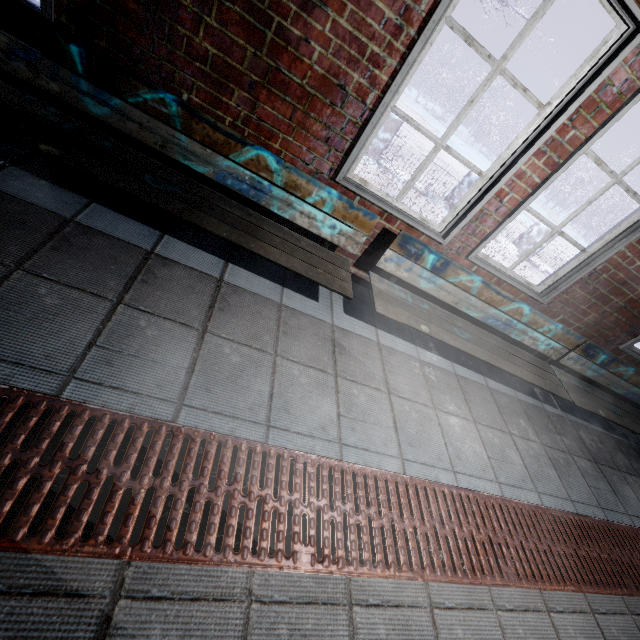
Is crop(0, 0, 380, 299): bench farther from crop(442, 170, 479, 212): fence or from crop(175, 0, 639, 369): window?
crop(442, 170, 479, 212): fence

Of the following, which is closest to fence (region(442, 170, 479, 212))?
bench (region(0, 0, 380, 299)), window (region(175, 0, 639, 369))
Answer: window (region(175, 0, 639, 369))

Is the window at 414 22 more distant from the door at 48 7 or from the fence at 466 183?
the fence at 466 183

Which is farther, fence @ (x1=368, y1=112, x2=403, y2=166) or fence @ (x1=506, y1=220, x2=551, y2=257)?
fence @ (x1=506, y1=220, x2=551, y2=257)

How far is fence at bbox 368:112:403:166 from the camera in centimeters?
570cm

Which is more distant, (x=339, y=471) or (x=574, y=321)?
(x=574, y=321)

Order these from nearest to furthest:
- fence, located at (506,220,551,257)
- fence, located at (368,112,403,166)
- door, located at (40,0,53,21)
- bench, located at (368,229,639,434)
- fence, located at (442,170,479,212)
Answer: door, located at (40,0,53,21)
bench, located at (368,229,639,434)
fence, located at (368,112,403,166)
fence, located at (442,170,479,212)
fence, located at (506,220,551,257)

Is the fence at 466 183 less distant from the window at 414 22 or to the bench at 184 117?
the window at 414 22
